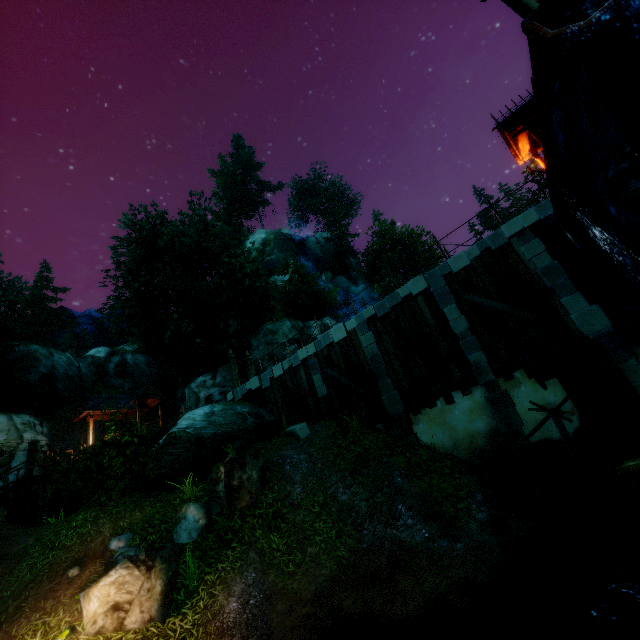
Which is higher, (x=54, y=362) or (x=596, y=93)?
(x=54, y=362)

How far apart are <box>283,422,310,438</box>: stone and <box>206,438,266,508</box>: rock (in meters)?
2.11

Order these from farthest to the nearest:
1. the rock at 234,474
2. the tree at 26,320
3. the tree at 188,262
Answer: the tree at 26,320, the tree at 188,262, the rock at 234,474

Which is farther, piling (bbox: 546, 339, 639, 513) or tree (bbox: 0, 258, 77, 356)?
tree (bbox: 0, 258, 77, 356)

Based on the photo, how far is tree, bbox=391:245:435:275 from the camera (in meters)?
39.92

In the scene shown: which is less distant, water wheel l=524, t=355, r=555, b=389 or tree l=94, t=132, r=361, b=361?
water wheel l=524, t=355, r=555, b=389

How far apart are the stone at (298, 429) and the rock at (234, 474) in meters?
2.1 m

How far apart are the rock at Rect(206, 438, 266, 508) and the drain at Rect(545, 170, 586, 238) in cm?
1104
